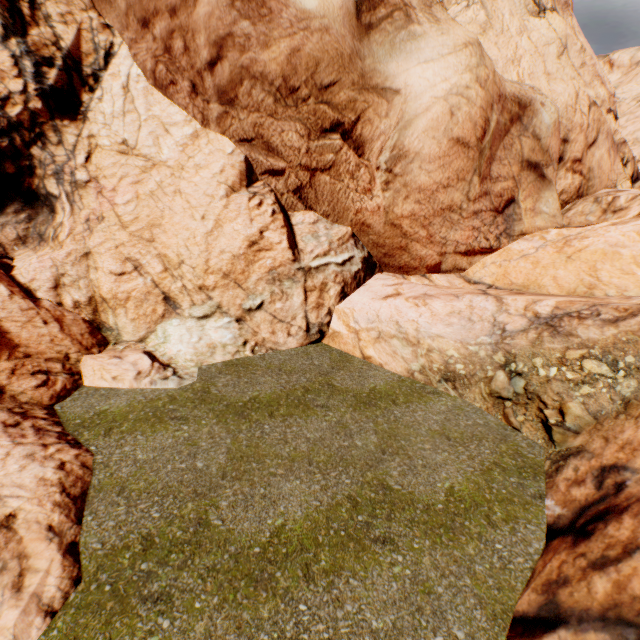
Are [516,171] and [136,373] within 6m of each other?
no
